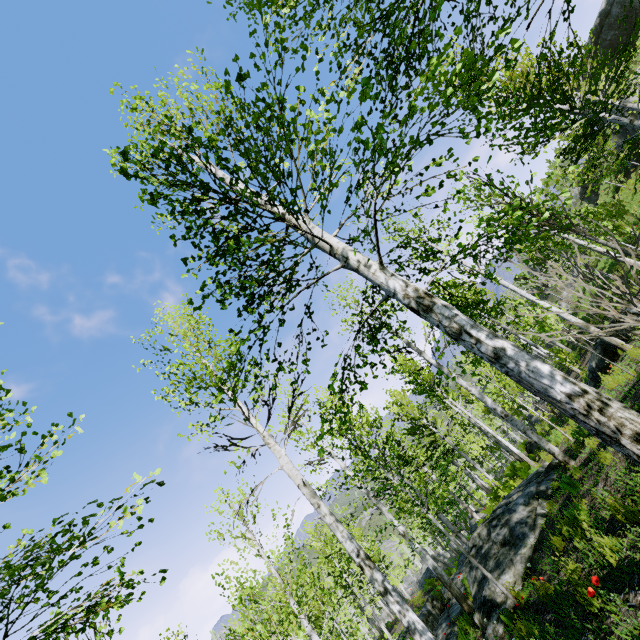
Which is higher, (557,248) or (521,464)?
(557,248)

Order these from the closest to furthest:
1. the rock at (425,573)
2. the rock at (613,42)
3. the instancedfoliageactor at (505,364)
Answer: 1. the instancedfoliageactor at (505,364)
2. the rock at (425,573)
3. the rock at (613,42)

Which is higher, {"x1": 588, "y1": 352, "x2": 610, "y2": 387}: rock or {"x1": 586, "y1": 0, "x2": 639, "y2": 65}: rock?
{"x1": 586, "y1": 0, "x2": 639, "y2": 65}: rock

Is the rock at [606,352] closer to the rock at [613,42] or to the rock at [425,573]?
the rock at [425,573]

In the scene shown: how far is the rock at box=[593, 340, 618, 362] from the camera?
11.5m

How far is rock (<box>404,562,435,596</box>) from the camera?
24.8 meters

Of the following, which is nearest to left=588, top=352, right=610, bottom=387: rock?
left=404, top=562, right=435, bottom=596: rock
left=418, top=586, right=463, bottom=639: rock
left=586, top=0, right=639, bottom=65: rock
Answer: left=418, top=586, right=463, bottom=639: rock

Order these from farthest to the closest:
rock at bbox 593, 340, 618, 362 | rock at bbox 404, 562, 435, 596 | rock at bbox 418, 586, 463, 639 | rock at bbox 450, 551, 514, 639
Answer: rock at bbox 404, 562, 435, 596
rock at bbox 418, 586, 463, 639
rock at bbox 593, 340, 618, 362
rock at bbox 450, 551, 514, 639
